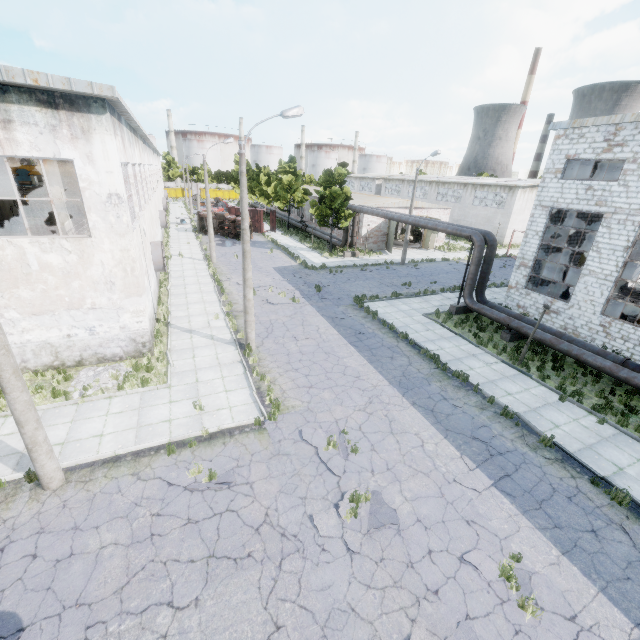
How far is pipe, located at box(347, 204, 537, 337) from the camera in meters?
17.9 m

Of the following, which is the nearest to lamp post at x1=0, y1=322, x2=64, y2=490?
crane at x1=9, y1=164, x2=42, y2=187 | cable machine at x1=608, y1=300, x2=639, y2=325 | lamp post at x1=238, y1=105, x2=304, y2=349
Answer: lamp post at x1=238, y1=105, x2=304, y2=349

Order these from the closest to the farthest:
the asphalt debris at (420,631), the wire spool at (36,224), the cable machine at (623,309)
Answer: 1. the asphalt debris at (420,631)
2. the cable machine at (623,309)
3. the wire spool at (36,224)

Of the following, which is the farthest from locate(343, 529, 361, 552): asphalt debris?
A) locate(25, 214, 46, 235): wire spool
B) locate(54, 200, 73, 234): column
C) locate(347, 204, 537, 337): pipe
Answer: locate(25, 214, 46, 235): wire spool

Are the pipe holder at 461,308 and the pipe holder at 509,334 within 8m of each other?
yes

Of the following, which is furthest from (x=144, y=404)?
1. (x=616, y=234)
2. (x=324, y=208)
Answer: (x=324, y=208)

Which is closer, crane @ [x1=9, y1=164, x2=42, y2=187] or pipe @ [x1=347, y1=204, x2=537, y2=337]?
pipe @ [x1=347, y1=204, x2=537, y2=337]

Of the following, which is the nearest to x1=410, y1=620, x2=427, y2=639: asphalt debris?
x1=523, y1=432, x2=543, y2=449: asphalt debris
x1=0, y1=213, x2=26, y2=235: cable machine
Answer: x1=523, y1=432, x2=543, y2=449: asphalt debris
